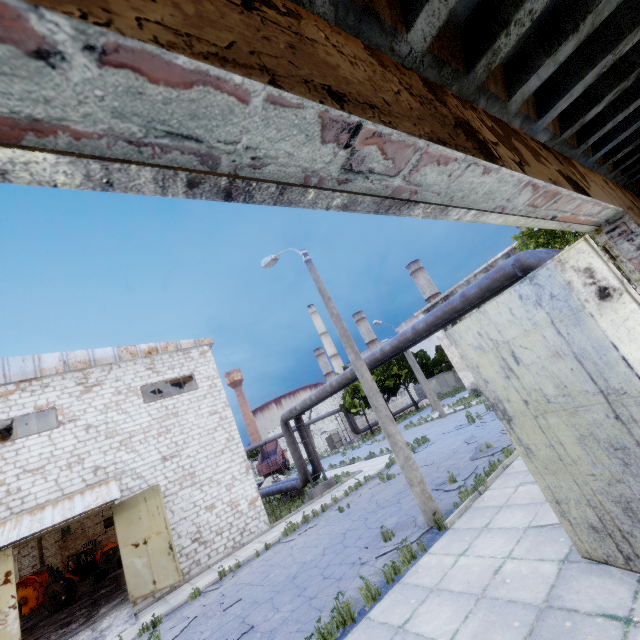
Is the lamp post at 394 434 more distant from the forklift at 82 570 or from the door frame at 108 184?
the forklift at 82 570

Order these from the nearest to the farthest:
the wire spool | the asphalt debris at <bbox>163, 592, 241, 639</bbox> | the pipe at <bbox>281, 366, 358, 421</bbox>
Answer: the asphalt debris at <bbox>163, 592, 241, 639</bbox>
the pipe at <bbox>281, 366, 358, 421</bbox>
the wire spool

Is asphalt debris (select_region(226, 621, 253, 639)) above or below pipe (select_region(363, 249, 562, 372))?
below

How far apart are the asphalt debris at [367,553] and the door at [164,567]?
8.64m

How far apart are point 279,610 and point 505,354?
8.0m

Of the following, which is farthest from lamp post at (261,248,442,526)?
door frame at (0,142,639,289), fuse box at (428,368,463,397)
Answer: fuse box at (428,368,463,397)

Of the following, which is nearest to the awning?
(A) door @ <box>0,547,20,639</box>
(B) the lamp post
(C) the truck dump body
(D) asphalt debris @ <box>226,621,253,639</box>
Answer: (A) door @ <box>0,547,20,639</box>

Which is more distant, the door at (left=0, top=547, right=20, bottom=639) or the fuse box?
the fuse box
